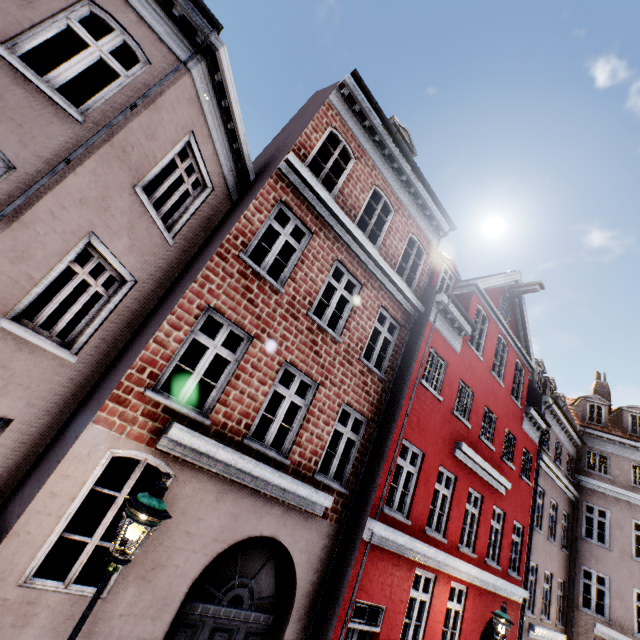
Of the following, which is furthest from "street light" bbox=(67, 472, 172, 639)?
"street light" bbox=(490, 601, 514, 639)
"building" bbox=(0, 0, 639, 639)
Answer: "street light" bbox=(490, 601, 514, 639)

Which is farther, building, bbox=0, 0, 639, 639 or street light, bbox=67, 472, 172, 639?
building, bbox=0, 0, 639, 639

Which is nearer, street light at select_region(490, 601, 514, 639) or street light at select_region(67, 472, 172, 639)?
street light at select_region(67, 472, 172, 639)

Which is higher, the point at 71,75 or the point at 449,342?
the point at 449,342

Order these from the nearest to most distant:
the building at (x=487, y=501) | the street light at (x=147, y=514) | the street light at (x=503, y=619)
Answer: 1. the street light at (x=147, y=514)
2. the building at (x=487, y=501)
3. the street light at (x=503, y=619)

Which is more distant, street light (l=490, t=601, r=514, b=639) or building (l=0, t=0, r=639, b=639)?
street light (l=490, t=601, r=514, b=639)

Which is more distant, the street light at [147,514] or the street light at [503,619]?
the street light at [503,619]
